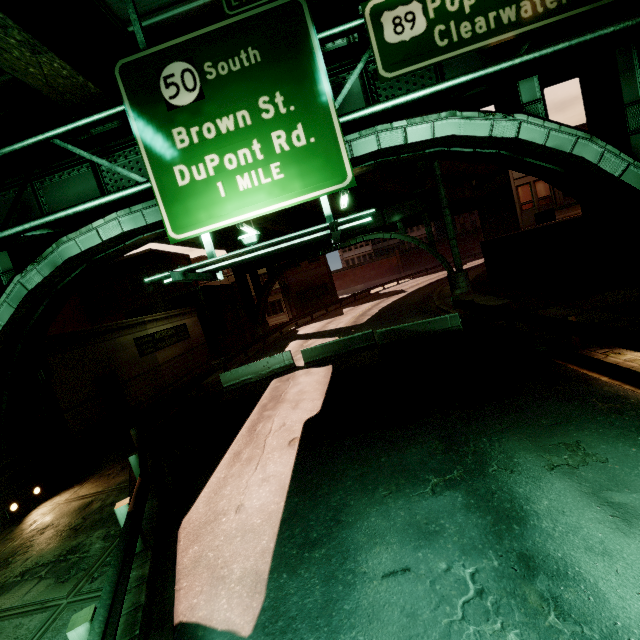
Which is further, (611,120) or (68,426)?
(68,426)

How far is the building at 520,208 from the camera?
27.02m

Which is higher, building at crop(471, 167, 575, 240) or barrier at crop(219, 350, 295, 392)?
building at crop(471, 167, 575, 240)

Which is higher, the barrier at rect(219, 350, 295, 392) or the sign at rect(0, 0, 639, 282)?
the sign at rect(0, 0, 639, 282)

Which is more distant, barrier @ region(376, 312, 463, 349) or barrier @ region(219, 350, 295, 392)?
barrier @ region(219, 350, 295, 392)

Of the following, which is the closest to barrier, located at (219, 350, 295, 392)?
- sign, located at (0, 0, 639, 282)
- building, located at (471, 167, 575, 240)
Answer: sign, located at (0, 0, 639, 282)

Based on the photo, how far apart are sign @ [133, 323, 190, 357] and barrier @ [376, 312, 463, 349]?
13.09m

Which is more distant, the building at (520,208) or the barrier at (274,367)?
the building at (520,208)
